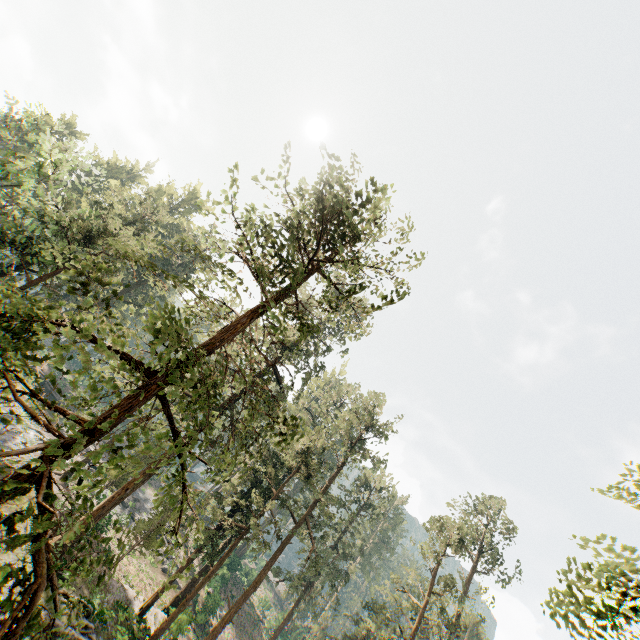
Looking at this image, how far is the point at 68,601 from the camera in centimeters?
648cm

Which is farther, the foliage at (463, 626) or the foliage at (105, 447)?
the foliage at (463, 626)

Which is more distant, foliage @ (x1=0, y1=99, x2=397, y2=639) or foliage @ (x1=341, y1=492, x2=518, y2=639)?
foliage @ (x1=341, y1=492, x2=518, y2=639)
